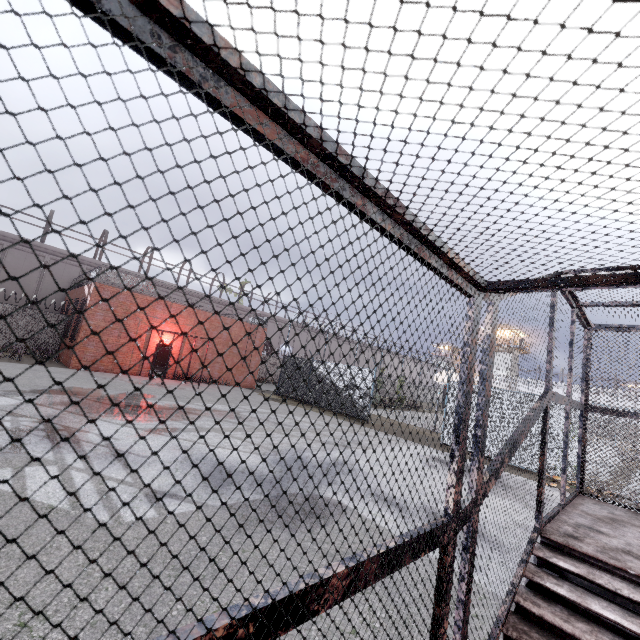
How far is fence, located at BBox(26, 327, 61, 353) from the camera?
21.0m

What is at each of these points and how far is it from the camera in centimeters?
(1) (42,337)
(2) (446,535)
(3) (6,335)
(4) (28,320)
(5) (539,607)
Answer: (1) fence, 2127cm
(2) metal cage, 187cm
(3) fence, 2008cm
(4) fence, 2078cm
(5) stair, 280cm

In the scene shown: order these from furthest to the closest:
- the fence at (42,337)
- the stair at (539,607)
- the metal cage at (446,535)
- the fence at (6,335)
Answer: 1. the fence at (42,337)
2. the fence at (6,335)
3. the stair at (539,607)
4. the metal cage at (446,535)

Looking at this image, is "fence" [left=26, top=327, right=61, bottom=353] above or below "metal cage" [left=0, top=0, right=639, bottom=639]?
below

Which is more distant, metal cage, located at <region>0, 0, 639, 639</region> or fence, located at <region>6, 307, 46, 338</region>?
fence, located at <region>6, 307, 46, 338</region>

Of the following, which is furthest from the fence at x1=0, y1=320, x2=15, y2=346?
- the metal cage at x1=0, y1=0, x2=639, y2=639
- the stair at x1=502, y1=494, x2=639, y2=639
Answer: the stair at x1=502, y1=494, x2=639, y2=639

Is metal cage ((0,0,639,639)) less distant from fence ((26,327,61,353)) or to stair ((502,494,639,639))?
stair ((502,494,639,639))

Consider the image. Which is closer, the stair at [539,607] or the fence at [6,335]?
the stair at [539,607]
